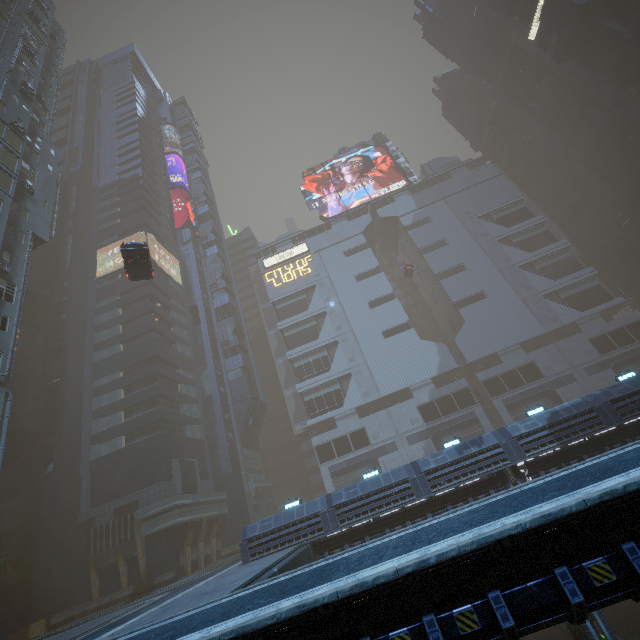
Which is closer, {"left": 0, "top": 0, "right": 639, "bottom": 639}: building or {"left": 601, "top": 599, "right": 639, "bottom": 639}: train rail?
{"left": 601, "top": 599, "right": 639, "bottom": 639}: train rail

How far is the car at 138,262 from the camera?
20.87m

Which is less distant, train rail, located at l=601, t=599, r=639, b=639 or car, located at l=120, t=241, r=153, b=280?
car, located at l=120, t=241, r=153, b=280

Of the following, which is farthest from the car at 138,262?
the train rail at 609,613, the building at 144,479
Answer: the train rail at 609,613

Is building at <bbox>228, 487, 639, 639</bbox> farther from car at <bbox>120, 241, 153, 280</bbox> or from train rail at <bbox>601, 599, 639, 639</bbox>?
car at <bbox>120, 241, 153, 280</bbox>

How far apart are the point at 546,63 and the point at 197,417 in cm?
7728

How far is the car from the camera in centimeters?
2087cm

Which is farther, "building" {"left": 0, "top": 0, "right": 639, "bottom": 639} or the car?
"building" {"left": 0, "top": 0, "right": 639, "bottom": 639}
